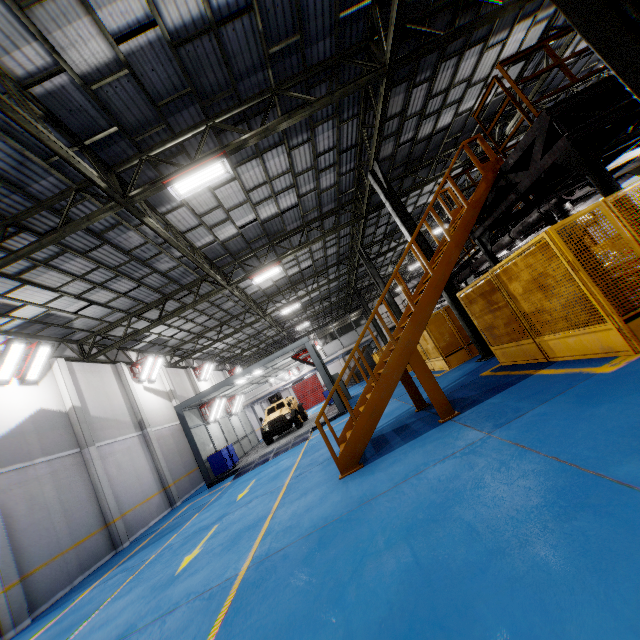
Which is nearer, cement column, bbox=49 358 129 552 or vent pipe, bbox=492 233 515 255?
cement column, bbox=49 358 129 552

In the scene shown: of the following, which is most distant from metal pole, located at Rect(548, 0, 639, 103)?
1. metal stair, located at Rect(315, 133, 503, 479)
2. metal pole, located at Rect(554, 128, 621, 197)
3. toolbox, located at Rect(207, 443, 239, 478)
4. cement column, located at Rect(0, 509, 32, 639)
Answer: toolbox, located at Rect(207, 443, 239, 478)

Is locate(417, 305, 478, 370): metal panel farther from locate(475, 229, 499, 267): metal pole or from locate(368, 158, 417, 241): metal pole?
locate(368, 158, 417, 241): metal pole

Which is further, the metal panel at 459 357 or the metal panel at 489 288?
the metal panel at 459 357

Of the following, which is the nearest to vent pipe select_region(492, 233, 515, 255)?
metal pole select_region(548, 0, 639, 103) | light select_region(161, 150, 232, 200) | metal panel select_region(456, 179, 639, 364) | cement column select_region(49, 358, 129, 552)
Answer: metal panel select_region(456, 179, 639, 364)

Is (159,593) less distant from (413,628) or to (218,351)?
(413,628)

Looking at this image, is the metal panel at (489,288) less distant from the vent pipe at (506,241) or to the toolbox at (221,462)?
the vent pipe at (506,241)

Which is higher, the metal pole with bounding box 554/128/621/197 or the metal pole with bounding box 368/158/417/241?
the metal pole with bounding box 368/158/417/241
